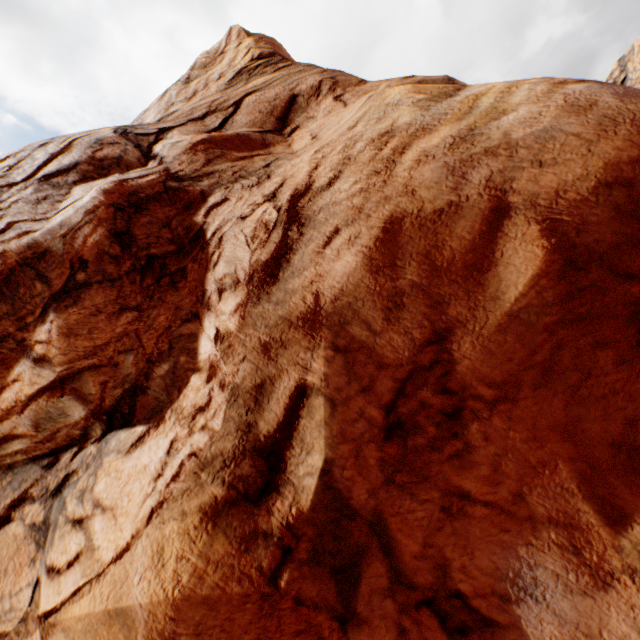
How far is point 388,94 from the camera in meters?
6.5
